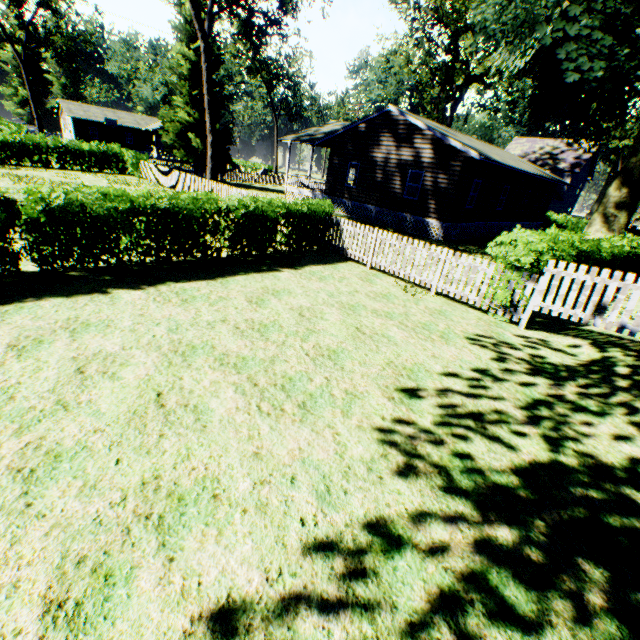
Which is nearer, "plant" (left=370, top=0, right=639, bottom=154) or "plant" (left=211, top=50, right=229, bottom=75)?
"plant" (left=370, top=0, right=639, bottom=154)

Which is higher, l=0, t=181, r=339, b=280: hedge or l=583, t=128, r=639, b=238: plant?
l=583, t=128, r=639, b=238: plant

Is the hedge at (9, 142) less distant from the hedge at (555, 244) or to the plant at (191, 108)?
the plant at (191, 108)

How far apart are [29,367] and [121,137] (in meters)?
64.73

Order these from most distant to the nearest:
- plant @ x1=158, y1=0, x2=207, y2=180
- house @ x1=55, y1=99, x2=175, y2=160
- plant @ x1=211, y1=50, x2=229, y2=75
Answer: house @ x1=55, y1=99, x2=175, y2=160 → plant @ x1=211, y1=50, x2=229, y2=75 → plant @ x1=158, y1=0, x2=207, y2=180

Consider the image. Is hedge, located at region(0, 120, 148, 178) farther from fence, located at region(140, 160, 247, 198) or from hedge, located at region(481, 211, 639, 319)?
hedge, located at region(481, 211, 639, 319)

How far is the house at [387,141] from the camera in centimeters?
1795cm

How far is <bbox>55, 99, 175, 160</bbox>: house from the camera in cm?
4938
